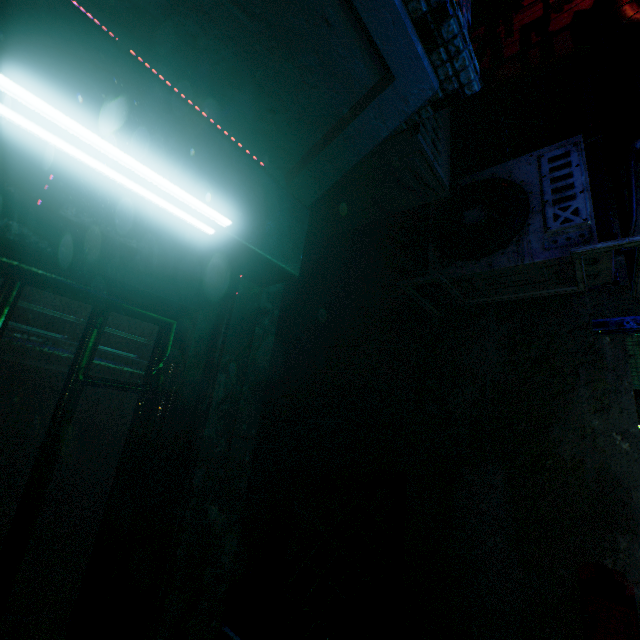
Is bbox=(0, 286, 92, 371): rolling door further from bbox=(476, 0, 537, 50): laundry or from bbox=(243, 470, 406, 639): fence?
bbox=(476, 0, 537, 50): laundry

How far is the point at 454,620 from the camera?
1.8m

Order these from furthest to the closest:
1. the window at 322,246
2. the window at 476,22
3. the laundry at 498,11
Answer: the window at 322,246 < the window at 476,22 < the laundry at 498,11

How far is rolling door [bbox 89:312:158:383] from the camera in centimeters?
94cm

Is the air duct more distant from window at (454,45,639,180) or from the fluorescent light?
the fluorescent light

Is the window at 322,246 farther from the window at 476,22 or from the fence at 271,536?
the fence at 271,536

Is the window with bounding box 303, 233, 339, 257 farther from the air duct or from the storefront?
the storefront

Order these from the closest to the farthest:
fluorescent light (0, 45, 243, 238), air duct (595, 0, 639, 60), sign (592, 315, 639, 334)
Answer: fluorescent light (0, 45, 243, 238), sign (592, 315, 639, 334), air duct (595, 0, 639, 60)
